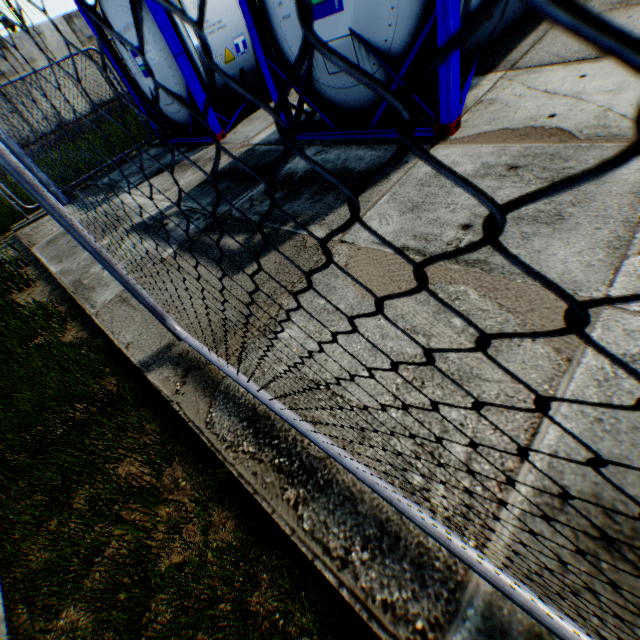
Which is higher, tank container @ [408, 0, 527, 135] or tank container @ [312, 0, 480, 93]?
tank container @ [312, 0, 480, 93]

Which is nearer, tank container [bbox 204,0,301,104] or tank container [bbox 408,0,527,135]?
tank container [bbox 408,0,527,135]

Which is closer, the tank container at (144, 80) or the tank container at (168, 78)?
the tank container at (168, 78)

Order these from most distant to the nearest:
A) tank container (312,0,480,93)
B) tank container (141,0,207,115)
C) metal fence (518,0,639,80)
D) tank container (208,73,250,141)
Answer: tank container (208,73,250,141), tank container (141,0,207,115), tank container (312,0,480,93), metal fence (518,0,639,80)

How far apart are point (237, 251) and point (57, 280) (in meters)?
3.56

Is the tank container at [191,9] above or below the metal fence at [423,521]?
above

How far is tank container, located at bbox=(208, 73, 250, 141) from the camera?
6.65m

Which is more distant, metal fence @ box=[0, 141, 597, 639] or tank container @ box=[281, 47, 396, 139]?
tank container @ box=[281, 47, 396, 139]
